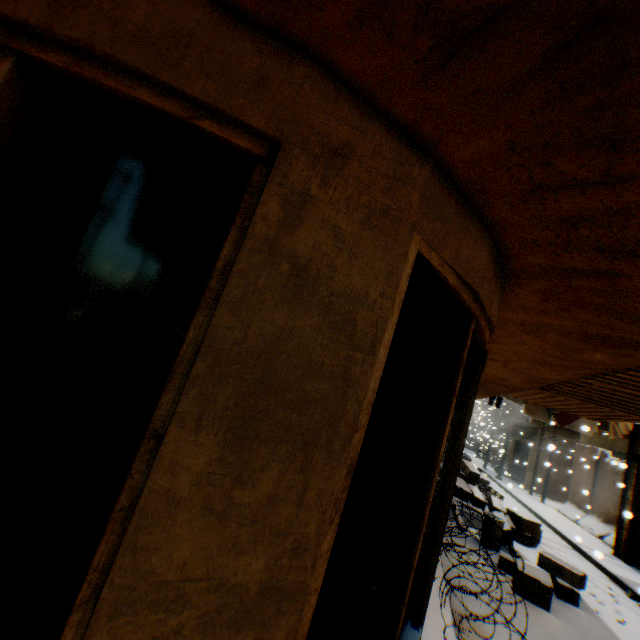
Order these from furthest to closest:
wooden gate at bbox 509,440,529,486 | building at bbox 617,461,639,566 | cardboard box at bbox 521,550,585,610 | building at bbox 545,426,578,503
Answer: wooden gate at bbox 509,440,529,486
building at bbox 545,426,578,503
building at bbox 617,461,639,566
cardboard box at bbox 521,550,585,610

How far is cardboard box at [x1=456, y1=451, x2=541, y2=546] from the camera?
8.5m

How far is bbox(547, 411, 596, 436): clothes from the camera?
10.3 meters

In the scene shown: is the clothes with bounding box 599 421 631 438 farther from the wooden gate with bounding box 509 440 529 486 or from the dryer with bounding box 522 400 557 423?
the wooden gate with bounding box 509 440 529 486

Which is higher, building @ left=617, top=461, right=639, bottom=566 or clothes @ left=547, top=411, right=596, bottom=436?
clothes @ left=547, top=411, right=596, bottom=436

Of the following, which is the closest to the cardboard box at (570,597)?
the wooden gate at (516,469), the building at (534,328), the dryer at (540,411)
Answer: the building at (534,328)

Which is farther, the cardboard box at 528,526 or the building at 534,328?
the cardboard box at 528,526

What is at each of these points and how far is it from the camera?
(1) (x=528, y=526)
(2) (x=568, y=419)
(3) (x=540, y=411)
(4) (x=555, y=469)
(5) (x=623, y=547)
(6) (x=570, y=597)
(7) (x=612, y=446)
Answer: (1) cardboard box, 8.9 meters
(2) clothes, 10.4 meters
(3) dryer, 8.7 meters
(4) building, 20.1 meters
(5) building, 10.1 meters
(6) cardboard box, 6.1 meters
(7) balcony, 14.4 meters
